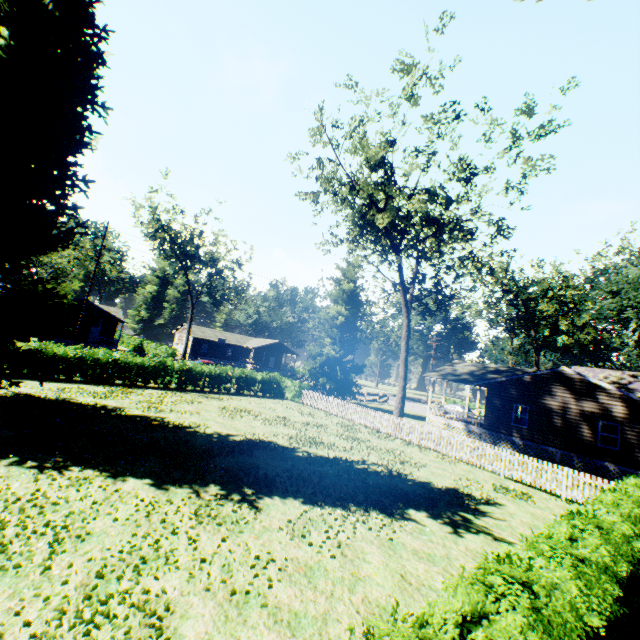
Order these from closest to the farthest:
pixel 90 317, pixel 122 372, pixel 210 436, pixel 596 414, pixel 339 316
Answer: pixel 210 436 → pixel 596 414 → pixel 122 372 → pixel 339 316 → pixel 90 317

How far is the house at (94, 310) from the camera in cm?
4184

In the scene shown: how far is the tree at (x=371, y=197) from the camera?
19.0m

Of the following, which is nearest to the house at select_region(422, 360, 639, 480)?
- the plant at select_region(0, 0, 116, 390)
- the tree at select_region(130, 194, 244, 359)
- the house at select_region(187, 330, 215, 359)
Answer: the plant at select_region(0, 0, 116, 390)

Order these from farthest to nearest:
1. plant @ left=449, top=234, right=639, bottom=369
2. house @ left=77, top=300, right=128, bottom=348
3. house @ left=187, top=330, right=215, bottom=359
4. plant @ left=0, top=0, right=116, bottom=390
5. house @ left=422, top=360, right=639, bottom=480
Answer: house @ left=187, top=330, right=215, bottom=359 < house @ left=77, top=300, right=128, bottom=348 < plant @ left=449, top=234, right=639, bottom=369 < house @ left=422, top=360, right=639, bottom=480 < plant @ left=0, top=0, right=116, bottom=390

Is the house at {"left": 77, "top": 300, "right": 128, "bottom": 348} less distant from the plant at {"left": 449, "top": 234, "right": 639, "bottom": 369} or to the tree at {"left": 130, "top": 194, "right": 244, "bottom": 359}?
the tree at {"left": 130, "top": 194, "right": 244, "bottom": 359}

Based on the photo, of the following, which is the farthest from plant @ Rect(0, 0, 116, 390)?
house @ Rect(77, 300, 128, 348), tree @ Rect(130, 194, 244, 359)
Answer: house @ Rect(77, 300, 128, 348)

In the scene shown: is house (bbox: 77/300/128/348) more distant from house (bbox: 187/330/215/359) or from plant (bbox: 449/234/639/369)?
plant (bbox: 449/234/639/369)
